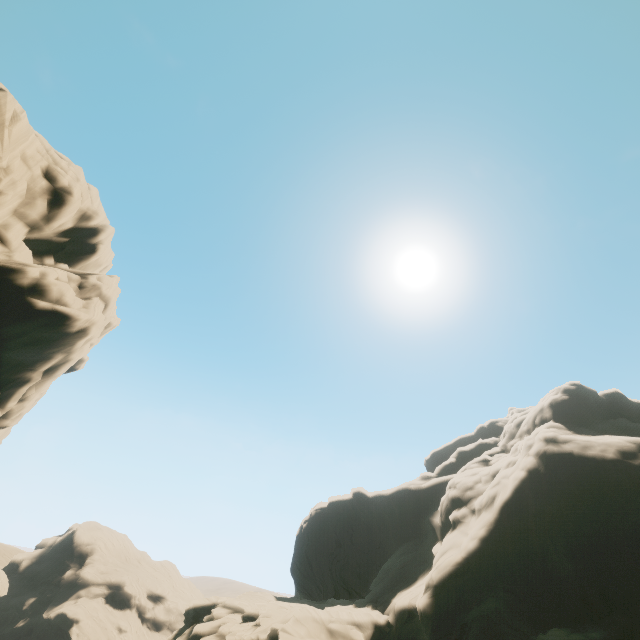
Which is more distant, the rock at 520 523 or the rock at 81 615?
the rock at 81 615

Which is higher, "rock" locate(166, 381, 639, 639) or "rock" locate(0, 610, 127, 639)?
"rock" locate(166, 381, 639, 639)

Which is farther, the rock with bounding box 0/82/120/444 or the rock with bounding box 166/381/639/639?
the rock with bounding box 0/82/120/444

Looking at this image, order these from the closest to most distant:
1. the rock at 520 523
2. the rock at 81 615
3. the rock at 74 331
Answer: the rock at 520 523, the rock at 74 331, the rock at 81 615

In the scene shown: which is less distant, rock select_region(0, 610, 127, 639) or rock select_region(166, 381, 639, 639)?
rock select_region(166, 381, 639, 639)

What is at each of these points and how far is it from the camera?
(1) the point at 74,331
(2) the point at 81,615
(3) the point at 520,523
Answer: (1) rock, 26.8m
(2) rock, 59.5m
(3) rock, 25.0m

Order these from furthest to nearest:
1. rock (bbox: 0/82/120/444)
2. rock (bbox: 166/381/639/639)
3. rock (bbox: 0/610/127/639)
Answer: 1. rock (bbox: 0/610/127/639)
2. rock (bbox: 0/82/120/444)
3. rock (bbox: 166/381/639/639)
